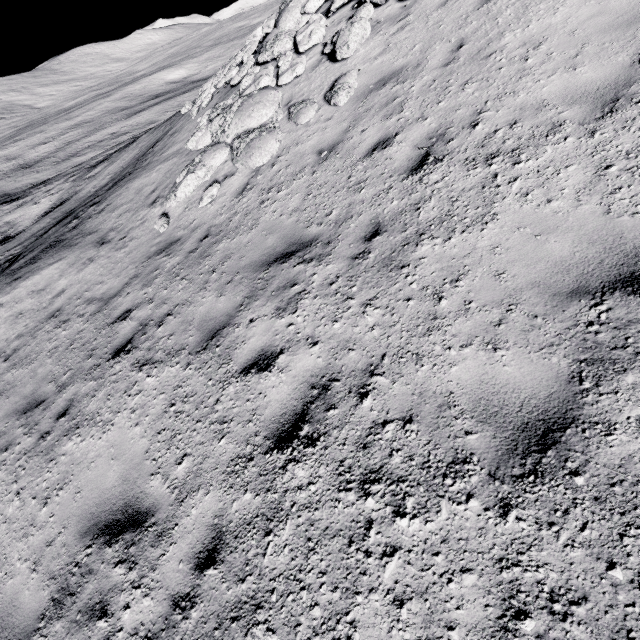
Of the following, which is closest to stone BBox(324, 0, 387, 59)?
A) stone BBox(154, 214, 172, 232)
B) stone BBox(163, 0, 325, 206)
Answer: stone BBox(163, 0, 325, 206)

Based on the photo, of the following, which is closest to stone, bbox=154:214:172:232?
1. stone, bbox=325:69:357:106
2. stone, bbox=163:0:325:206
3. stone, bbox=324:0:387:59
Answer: stone, bbox=163:0:325:206

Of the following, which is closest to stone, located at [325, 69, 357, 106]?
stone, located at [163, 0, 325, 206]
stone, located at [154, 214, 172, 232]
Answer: stone, located at [163, 0, 325, 206]

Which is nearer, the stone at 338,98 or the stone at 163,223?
the stone at 338,98

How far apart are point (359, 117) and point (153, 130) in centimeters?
2055cm

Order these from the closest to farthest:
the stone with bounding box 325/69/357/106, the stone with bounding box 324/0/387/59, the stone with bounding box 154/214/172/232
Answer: the stone with bounding box 325/69/357/106, the stone with bounding box 324/0/387/59, the stone with bounding box 154/214/172/232

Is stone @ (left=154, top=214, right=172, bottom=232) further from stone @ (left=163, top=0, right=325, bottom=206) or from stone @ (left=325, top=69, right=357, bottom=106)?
stone @ (left=325, top=69, right=357, bottom=106)

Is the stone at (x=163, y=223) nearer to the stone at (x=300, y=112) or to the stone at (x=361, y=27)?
the stone at (x=300, y=112)
